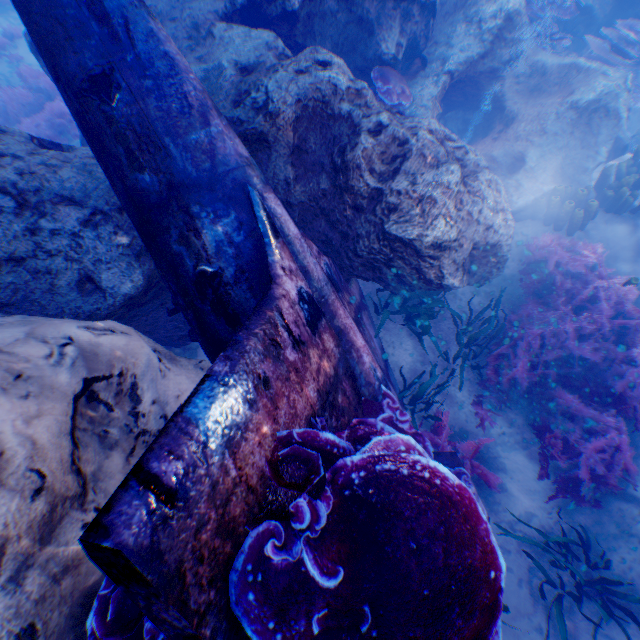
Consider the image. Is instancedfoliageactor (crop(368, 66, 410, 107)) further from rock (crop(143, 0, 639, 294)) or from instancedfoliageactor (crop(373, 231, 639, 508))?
instancedfoliageactor (crop(373, 231, 639, 508))

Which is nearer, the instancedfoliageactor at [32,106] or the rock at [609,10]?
the rock at [609,10]

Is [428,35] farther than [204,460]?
Yes

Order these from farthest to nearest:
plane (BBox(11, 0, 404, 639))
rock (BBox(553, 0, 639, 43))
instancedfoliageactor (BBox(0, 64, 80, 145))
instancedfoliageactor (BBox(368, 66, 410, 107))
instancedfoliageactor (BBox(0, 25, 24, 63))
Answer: instancedfoliageactor (BBox(0, 25, 24, 63))
instancedfoliageactor (BBox(0, 64, 80, 145))
rock (BBox(553, 0, 639, 43))
instancedfoliageactor (BBox(368, 66, 410, 107))
plane (BBox(11, 0, 404, 639))

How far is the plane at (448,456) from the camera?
3.7 meters

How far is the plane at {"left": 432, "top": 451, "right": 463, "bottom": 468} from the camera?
3.71m

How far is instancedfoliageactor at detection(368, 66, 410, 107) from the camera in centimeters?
515cm

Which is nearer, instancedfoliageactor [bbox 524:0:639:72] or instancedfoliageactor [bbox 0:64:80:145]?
instancedfoliageactor [bbox 524:0:639:72]
